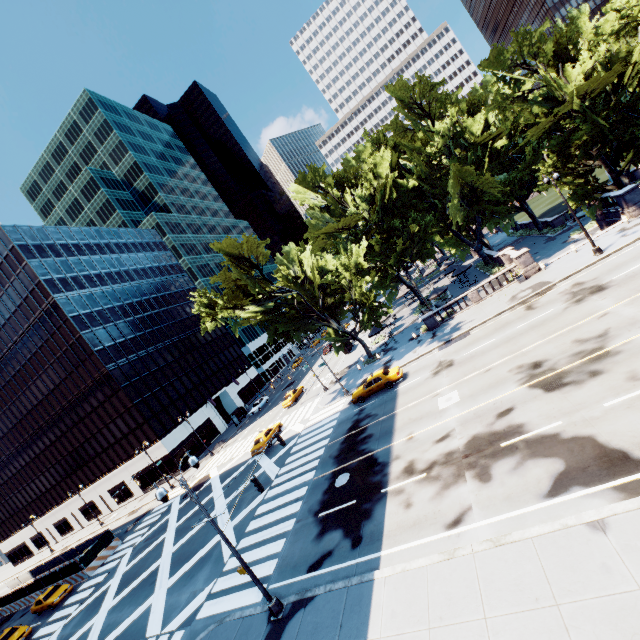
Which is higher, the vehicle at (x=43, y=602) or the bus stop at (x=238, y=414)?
the bus stop at (x=238, y=414)

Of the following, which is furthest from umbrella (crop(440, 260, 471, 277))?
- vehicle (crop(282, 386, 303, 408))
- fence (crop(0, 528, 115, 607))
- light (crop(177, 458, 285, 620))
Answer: fence (crop(0, 528, 115, 607))

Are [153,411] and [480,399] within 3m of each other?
no

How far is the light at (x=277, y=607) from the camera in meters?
12.9

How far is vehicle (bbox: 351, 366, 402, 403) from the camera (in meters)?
27.33

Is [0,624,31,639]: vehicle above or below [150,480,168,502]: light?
below

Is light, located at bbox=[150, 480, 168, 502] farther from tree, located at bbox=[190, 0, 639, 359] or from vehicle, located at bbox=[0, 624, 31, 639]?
vehicle, located at bbox=[0, 624, 31, 639]

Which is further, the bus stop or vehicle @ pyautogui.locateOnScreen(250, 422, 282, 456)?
the bus stop
